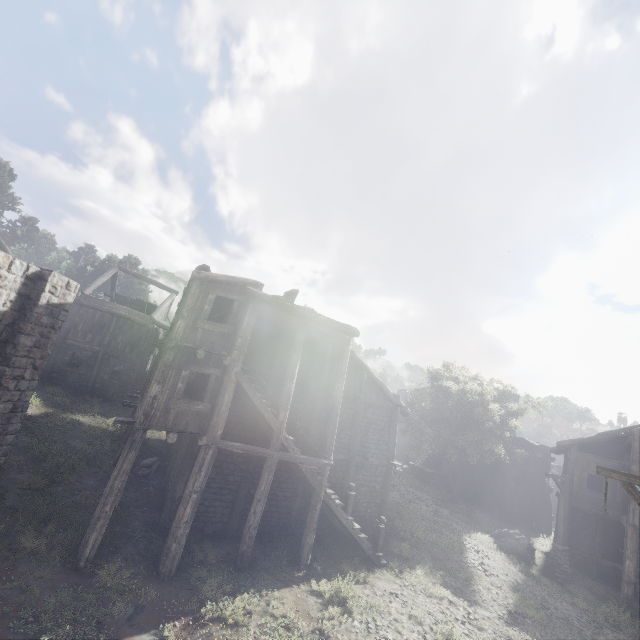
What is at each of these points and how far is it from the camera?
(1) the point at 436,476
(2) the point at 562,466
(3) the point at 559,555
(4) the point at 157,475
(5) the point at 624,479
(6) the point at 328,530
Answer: (1) building, 32.03m
(2) building, 38.25m
(3) wooden lamp post, 16.89m
(4) rubble, 14.85m
(5) wooden lamp post, 6.35m
(6) building, 14.77m

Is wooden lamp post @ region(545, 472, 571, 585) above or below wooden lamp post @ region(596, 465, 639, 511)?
below

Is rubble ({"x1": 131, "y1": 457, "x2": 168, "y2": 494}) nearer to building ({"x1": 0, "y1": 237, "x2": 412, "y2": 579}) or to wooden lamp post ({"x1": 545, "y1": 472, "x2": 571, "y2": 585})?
building ({"x1": 0, "y1": 237, "x2": 412, "y2": 579})

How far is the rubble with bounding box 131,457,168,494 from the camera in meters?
14.0

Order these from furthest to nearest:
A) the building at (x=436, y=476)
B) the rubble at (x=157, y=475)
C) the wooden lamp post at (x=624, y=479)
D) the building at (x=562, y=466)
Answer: the building at (x=436, y=476)
the building at (x=562, y=466)
the rubble at (x=157, y=475)
the wooden lamp post at (x=624, y=479)

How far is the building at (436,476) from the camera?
30.6m

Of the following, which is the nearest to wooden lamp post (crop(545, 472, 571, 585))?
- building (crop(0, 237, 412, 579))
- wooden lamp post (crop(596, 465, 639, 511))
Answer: building (crop(0, 237, 412, 579))

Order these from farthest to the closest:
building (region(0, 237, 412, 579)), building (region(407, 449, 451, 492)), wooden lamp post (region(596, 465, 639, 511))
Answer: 1. building (region(407, 449, 451, 492))
2. building (region(0, 237, 412, 579))
3. wooden lamp post (region(596, 465, 639, 511))
